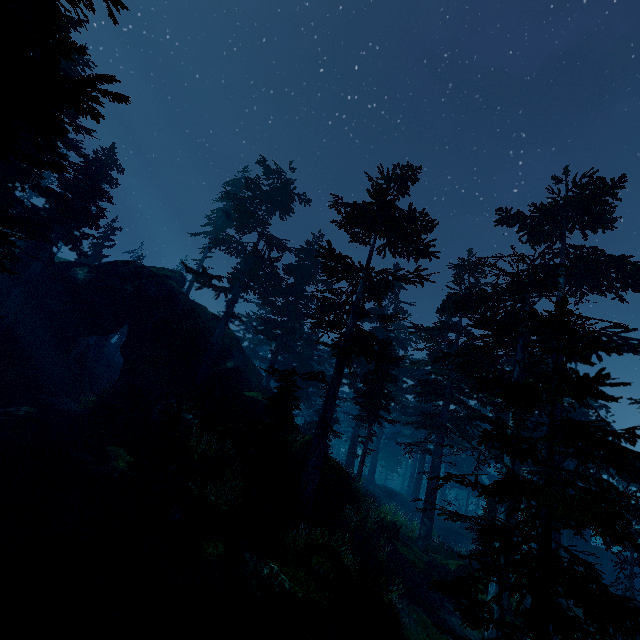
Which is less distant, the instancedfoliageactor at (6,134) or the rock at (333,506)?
the instancedfoliageactor at (6,134)

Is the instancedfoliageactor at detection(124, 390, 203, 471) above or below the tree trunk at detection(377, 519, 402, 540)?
above

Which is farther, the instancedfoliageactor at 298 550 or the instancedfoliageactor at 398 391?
the instancedfoliageactor at 298 550

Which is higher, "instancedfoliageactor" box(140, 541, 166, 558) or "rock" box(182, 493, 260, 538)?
"rock" box(182, 493, 260, 538)

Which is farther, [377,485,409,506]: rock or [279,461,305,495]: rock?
[377,485,409,506]: rock

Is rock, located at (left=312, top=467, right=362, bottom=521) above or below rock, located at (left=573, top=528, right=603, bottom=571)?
below

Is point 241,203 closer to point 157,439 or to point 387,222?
point 387,222

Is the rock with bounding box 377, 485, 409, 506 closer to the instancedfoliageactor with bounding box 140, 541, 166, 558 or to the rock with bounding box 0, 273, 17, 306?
the instancedfoliageactor with bounding box 140, 541, 166, 558
